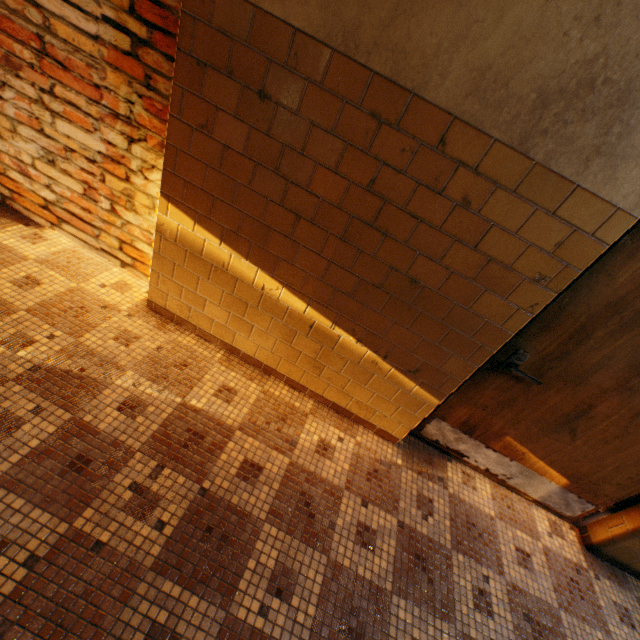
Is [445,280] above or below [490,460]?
above
